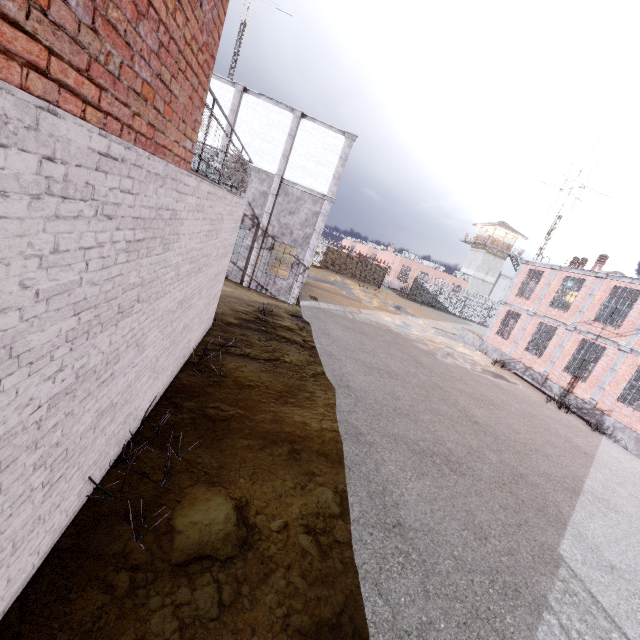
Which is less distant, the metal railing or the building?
the metal railing

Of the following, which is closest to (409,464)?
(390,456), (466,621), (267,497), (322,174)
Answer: (390,456)

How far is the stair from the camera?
24.6m

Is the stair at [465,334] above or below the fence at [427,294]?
below

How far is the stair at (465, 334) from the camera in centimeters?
2459cm

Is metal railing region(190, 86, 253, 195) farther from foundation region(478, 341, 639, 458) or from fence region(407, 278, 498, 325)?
foundation region(478, 341, 639, 458)

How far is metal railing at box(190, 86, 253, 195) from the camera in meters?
4.4

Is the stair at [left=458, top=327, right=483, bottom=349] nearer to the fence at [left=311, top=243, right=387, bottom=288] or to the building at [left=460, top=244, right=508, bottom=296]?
the fence at [left=311, top=243, right=387, bottom=288]
